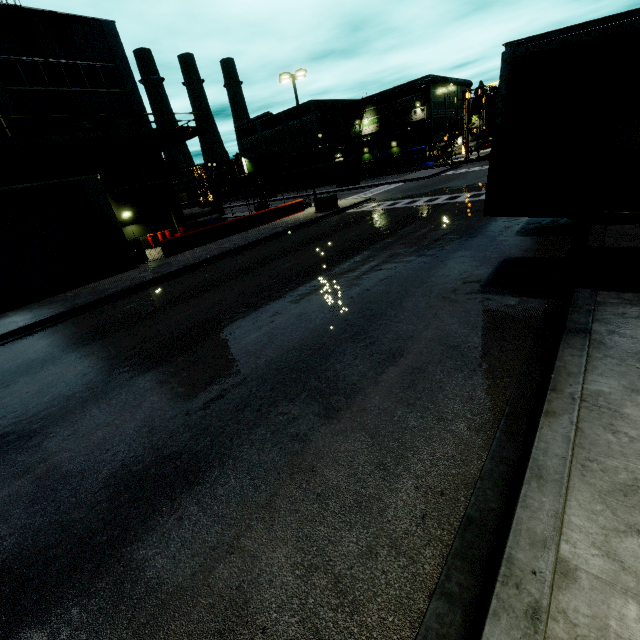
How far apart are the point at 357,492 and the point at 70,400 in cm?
648

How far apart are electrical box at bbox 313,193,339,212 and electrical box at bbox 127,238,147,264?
12.43m

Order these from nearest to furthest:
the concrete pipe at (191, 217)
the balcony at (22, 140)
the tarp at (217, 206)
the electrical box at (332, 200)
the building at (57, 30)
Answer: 1. the balcony at (22, 140)
2. the building at (57, 30)
3. the electrical box at (332, 200)
4. the concrete pipe at (191, 217)
5. the tarp at (217, 206)

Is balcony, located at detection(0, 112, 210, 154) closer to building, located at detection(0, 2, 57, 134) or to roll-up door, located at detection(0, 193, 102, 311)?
building, located at detection(0, 2, 57, 134)

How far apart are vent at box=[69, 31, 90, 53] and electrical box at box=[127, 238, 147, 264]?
13.6m

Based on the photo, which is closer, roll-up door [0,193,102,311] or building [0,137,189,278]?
roll-up door [0,193,102,311]

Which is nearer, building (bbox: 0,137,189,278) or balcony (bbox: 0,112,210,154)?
building (bbox: 0,137,189,278)

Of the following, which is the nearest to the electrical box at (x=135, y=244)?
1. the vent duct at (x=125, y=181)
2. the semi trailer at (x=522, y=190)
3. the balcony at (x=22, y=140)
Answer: the vent duct at (x=125, y=181)
